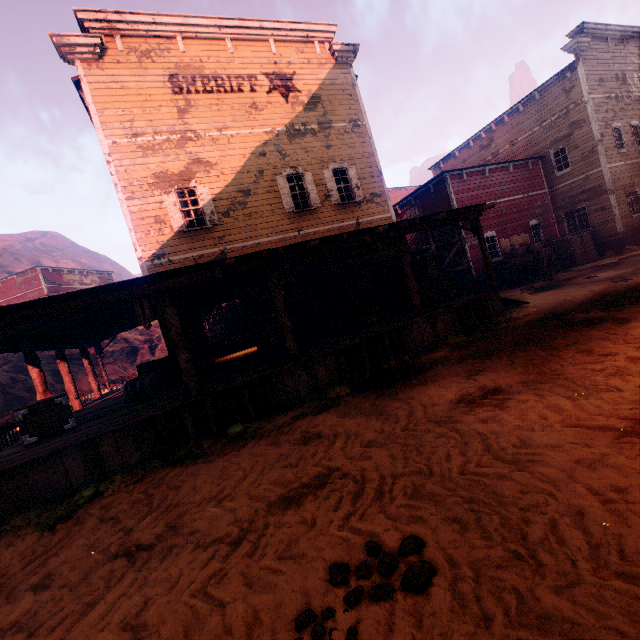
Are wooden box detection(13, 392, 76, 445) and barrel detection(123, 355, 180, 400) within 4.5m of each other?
yes

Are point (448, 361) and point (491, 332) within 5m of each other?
yes

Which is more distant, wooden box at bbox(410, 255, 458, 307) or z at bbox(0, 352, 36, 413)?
z at bbox(0, 352, 36, 413)

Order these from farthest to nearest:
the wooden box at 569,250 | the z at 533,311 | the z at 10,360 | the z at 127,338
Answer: the z at 127,338 < the wooden box at 569,250 < the z at 10,360 < the z at 533,311

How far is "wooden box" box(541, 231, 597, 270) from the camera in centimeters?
1794cm

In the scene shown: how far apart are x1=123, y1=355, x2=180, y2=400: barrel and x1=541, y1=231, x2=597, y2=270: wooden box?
20.8m

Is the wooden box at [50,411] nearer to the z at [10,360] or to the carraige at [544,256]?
the z at [10,360]

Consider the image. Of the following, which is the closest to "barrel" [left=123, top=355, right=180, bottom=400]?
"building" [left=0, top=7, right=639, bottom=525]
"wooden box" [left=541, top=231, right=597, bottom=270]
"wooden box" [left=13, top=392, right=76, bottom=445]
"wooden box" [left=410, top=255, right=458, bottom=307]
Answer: "building" [left=0, top=7, right=639, bottom=525]
